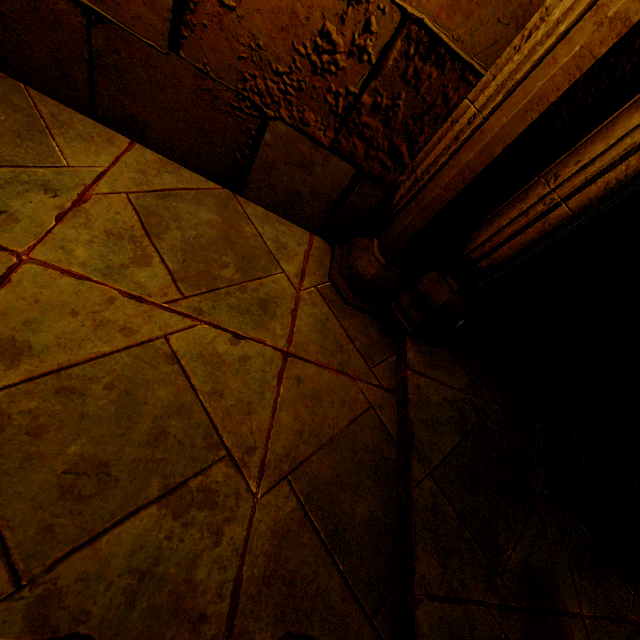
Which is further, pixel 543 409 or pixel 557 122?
pixel 543 409
